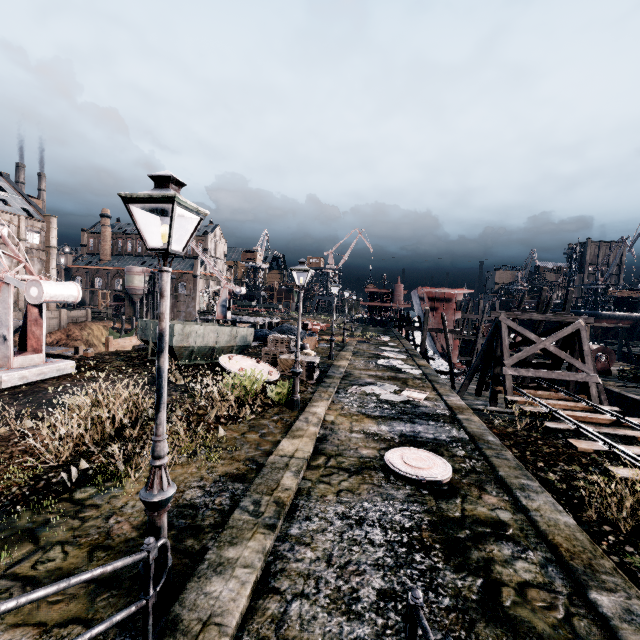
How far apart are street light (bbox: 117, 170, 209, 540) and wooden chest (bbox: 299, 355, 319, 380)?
12.64m

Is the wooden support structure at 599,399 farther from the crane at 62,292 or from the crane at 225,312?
the crane at 225,312

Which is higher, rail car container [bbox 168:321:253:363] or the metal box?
Result: rail car container [bbox 168:321:253:363]

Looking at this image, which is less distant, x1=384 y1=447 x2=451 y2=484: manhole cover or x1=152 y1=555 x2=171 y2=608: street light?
x1=152 y1=555 x2=171 y2=608: street light

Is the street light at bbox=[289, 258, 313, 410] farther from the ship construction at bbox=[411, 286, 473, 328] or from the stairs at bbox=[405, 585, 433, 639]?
the ship construction at bbox=[411, 286, 473, 328]

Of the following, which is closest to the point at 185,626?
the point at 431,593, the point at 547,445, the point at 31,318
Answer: the point at 431,593

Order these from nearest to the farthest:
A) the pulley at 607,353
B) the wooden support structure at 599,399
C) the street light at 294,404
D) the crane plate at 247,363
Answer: the street light at 294,404
the crane plate at 247,363
the wooden support structure at 599,399
the pulley at 607,353

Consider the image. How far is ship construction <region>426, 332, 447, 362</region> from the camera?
35.5m
